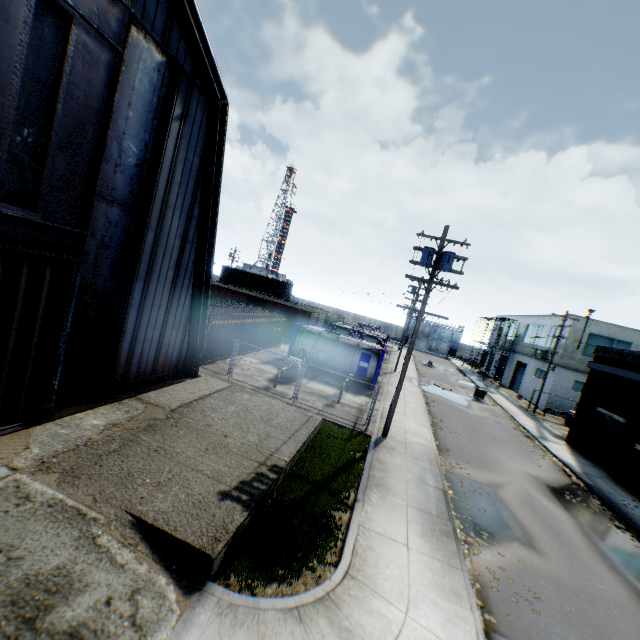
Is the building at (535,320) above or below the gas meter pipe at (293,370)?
above

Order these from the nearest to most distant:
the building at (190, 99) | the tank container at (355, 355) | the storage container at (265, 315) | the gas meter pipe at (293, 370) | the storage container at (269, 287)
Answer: the building at (190, 99) → the gas meter pipe at (293, 370) → the storage container at (265, 315) → the tank container at (355, 355) → the storage container at (269, 287)

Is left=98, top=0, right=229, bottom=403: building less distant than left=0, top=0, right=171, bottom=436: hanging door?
No

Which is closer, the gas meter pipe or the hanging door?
the hanging door

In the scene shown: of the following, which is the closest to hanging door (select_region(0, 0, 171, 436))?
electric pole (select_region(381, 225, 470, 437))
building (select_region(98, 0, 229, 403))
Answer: building (select_region(98, 0, 229, 403))

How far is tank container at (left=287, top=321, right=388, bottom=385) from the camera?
22.77m

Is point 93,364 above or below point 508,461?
above

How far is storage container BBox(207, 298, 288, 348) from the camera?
18.8 meters
